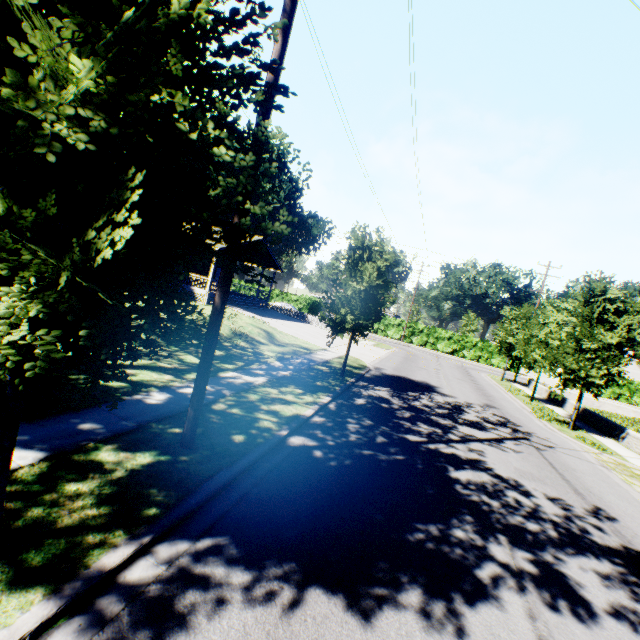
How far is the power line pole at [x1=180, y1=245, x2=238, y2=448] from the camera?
5.3 meters

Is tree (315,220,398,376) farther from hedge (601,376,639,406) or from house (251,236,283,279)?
hedge (601,376,639,406)

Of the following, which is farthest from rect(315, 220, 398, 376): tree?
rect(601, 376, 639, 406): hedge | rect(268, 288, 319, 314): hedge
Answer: rect(268, 288, 319, 314): hedge

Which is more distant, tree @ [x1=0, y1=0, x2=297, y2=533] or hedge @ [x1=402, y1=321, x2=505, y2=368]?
hedge @ [x1=402, y1=321, x2=505, y2=368]

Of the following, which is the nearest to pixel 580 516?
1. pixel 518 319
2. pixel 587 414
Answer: pixel 587 414

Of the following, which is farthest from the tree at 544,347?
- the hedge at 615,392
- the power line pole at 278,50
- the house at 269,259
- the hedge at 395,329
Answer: the hedge at 615,392

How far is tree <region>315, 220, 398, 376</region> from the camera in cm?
1299

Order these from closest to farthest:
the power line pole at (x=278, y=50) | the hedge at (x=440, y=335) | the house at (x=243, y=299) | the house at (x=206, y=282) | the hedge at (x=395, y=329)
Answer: the power line pole at (x=278, y=50), the house at (x=206, y=282), the house at (x=243, y=299), the hedge at (x=440, y=335), the hedge at (x=395, y=329)
